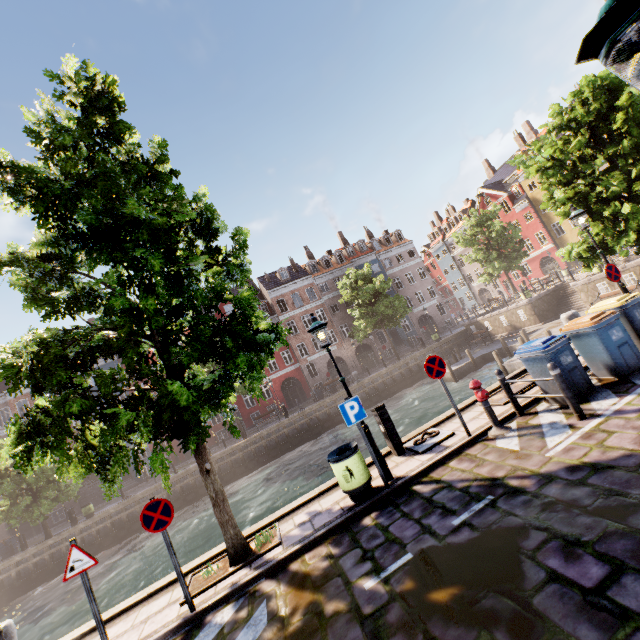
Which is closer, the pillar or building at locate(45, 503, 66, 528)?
the pillar

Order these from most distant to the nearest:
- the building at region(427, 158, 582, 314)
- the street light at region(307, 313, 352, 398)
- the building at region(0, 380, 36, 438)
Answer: the building at region(427, 158, 582, 314) < the building at region(0, 380, 36, 438) < the street light at region(307, 313, 352, 398)

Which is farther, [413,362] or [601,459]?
[413,362]

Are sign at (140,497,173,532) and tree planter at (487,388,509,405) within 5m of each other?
no

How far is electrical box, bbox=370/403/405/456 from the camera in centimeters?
792cm

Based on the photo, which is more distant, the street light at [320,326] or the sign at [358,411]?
the street light at [320,326]

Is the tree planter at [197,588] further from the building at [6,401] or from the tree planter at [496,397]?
the building at [6,401]

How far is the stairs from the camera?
23.6m
